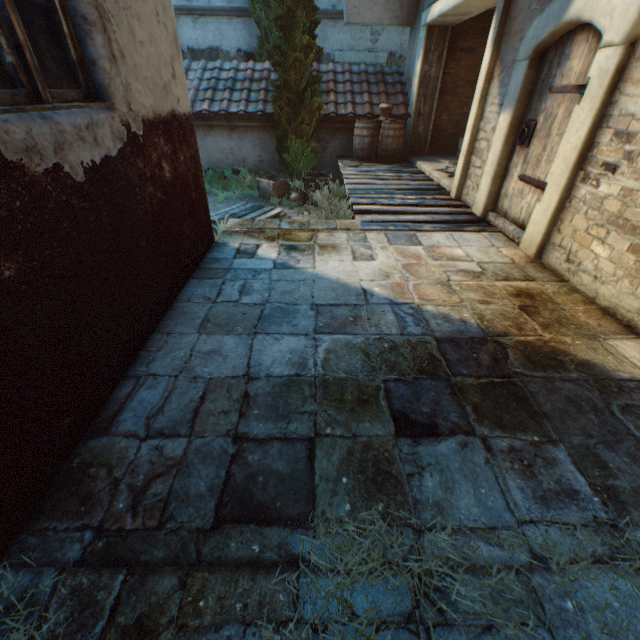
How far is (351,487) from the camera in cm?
159

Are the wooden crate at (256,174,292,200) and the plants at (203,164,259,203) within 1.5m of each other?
yes

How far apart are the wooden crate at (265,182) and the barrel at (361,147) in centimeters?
188cm

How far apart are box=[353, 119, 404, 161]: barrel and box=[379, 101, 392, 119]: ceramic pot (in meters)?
0.01

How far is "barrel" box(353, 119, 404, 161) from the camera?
8.59m

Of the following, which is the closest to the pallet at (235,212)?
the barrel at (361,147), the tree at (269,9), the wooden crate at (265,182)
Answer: the wooden crate at (265,182)

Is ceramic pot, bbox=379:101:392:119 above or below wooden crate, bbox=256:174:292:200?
above

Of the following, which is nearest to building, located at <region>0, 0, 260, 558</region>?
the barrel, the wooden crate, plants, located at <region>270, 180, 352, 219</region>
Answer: plants, located at <region>270, 180, 352, 219</region>
